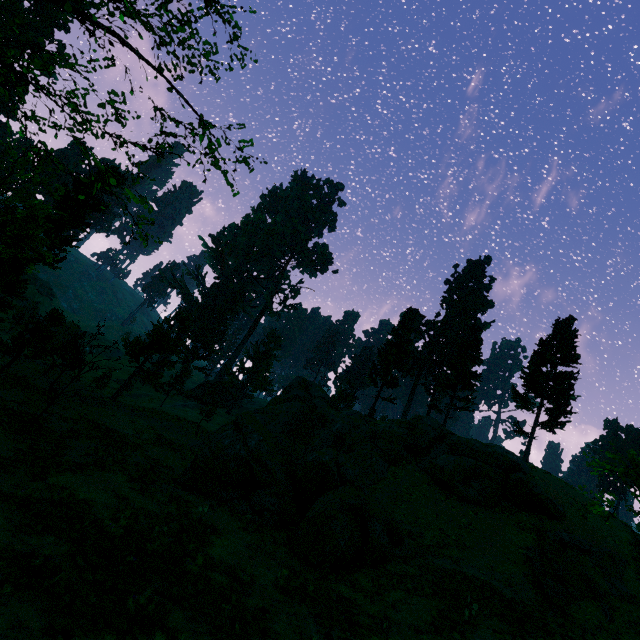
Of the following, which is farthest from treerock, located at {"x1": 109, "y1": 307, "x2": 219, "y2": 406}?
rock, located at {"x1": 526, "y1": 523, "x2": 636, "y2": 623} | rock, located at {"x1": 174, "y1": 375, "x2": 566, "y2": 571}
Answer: rock, located at {"x1": 526, "y1": 523, "x2": 636, "y2": 623}

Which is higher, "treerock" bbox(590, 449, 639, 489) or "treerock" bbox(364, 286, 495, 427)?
"treerock" bbox(364, 286, 495, 427)

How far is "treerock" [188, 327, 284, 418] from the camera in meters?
52.4

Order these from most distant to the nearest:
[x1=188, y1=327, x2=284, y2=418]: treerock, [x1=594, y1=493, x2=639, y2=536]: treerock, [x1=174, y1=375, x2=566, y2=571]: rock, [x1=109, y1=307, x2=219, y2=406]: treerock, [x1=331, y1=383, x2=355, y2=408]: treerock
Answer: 1. [x1=188, y1=327, x2=284, y2=418]: treerock
2. [x1=331, y1=383, x2=355, y2=408]: treerock
3. [x1=109, y1=307, x2=219, y2=406]: treerock
4. [x1=174, y1=375, x2=566, y2=571]: rock
5. [x1=594, y1=493, x2=639, y2=536]: treerock

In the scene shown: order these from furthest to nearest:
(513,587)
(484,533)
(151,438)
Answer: (151,438) → (484,533) → (513,587)

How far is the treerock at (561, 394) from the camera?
28.3 meters
